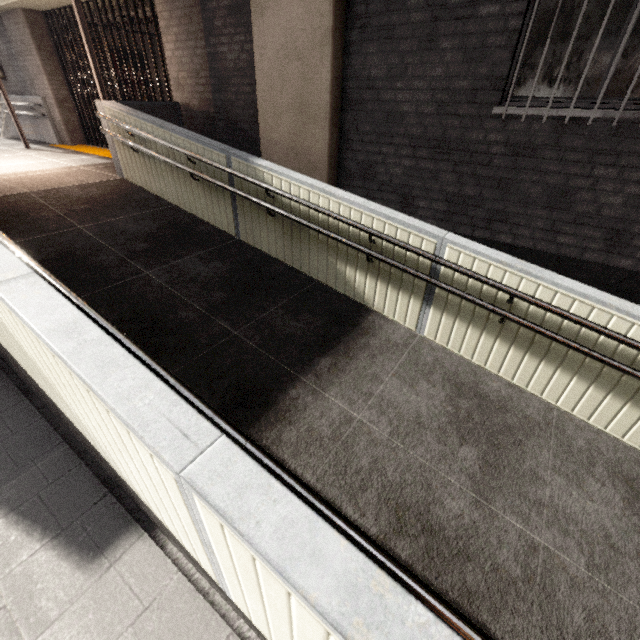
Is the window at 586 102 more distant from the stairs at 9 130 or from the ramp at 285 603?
the stairs at 9 130

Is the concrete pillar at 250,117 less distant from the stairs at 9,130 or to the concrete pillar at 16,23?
the concrete pillar at 16,23

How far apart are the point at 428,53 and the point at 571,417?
4.3m

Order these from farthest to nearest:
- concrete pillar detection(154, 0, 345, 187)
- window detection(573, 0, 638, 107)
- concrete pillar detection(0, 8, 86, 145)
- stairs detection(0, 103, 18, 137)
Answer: stairs detection(0, 103, 18, 137)
concrete pillar detection(0, 8, 86, 145)
concrete pillar detection(154, 0, 345, 187)
window detection(573, 0, 638, 107)

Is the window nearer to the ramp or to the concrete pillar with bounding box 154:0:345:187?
the ramp

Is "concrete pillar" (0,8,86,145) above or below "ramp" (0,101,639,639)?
above

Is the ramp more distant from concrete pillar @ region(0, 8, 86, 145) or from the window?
concrete pillar @ region(0, 8, 86, 145)
